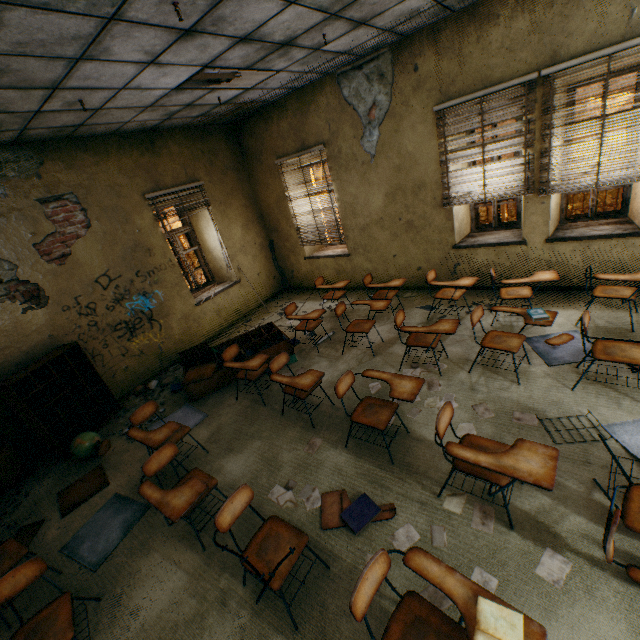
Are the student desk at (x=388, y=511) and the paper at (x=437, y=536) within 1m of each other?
yes

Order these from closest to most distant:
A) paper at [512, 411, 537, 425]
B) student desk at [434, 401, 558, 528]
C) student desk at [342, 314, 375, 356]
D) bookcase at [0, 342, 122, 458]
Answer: student desk at [434, 401, 558, 528], paper at [512, 411, 537, 425], bookcase at [0, 342, 122, 458], student desk at [342, 314, 375, 356]

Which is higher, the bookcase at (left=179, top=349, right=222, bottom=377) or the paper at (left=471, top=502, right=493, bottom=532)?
the bookcase at (left=179, top=349, right=222, bottom=377)

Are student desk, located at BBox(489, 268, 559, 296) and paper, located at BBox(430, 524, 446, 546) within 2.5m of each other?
no

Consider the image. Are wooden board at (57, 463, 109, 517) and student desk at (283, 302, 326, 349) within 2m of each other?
no

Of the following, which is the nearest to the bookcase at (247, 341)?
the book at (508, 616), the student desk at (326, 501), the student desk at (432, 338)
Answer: the student desk at (432, 338)

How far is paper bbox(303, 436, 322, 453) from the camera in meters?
3.5

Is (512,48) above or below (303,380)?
above
